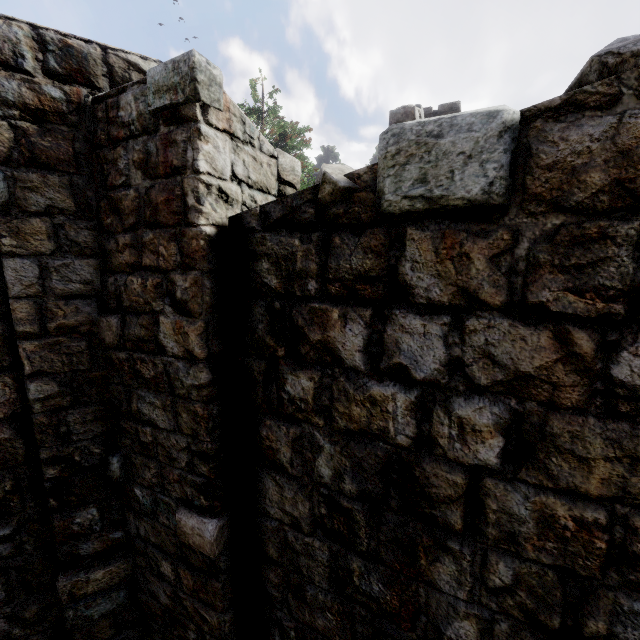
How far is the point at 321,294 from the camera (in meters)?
2.18
